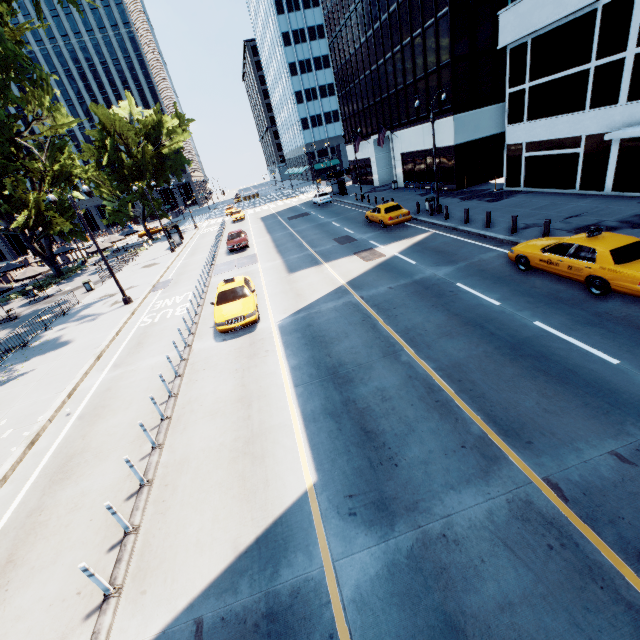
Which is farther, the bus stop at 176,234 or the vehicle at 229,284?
the bus stop at 176,234

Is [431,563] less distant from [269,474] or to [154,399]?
[269,474]

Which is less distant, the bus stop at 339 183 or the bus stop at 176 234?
the bus stop at 176 234

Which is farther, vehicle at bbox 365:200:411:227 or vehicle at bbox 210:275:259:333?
vehicle at bbox 365:200:411:227

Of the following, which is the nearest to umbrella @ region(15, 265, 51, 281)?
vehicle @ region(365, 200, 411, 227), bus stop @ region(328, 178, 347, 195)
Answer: vehicle @ region(365, 200, 411, 227)

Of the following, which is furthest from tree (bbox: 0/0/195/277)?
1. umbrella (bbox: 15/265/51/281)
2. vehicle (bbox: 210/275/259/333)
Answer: vehicle (bbox: 210/275/259/333)

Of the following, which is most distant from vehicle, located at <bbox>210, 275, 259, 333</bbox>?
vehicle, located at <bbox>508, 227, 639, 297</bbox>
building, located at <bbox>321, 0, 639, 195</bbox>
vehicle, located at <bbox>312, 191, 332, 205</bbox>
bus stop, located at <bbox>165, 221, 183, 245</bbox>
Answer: vehicle, located at <bbox>312, 191, 332, 205</bbox>

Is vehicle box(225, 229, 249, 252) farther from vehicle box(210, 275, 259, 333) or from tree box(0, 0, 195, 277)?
tree box(0, 0, 195, 277)
